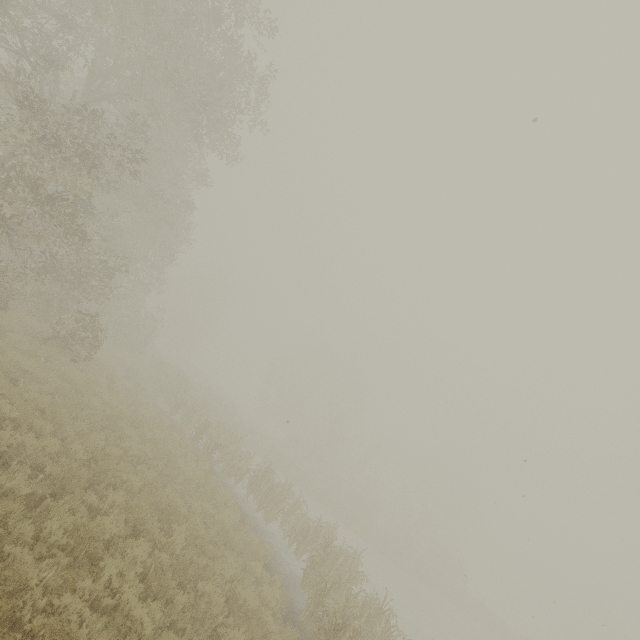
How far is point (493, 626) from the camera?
32.6 meters
